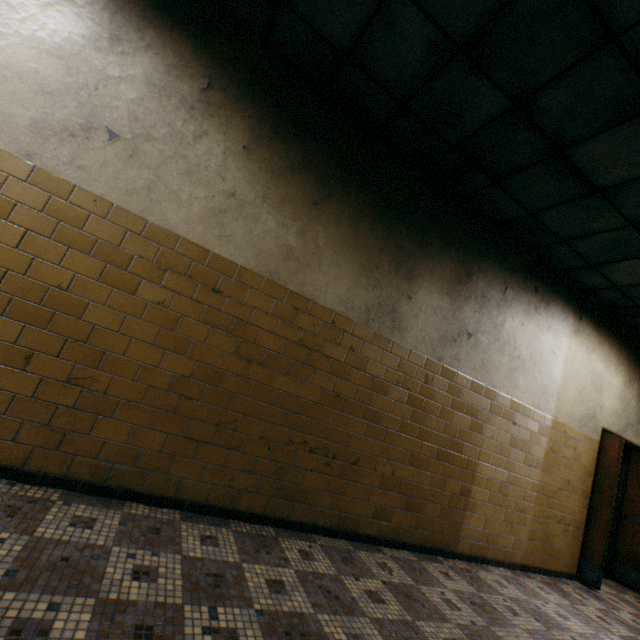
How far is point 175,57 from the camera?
2.6m
